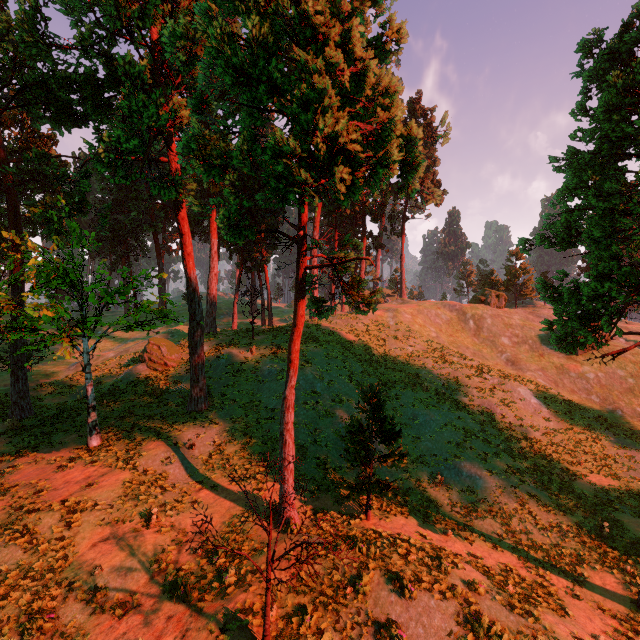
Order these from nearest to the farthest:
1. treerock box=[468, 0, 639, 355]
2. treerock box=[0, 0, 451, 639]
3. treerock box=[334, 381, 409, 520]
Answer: treerock box=[0, 0, 451, 639], treerock box=[468, 0, 639, 355], treerock box=[334, 381, 409, 520]

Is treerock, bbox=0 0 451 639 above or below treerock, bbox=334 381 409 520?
above

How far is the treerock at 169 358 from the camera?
27.49m

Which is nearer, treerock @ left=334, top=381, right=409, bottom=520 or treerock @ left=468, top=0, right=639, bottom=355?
treerock @ left=468, top=0, right=639, bottom=355

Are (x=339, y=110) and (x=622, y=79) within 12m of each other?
yes

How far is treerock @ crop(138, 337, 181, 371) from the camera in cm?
2749

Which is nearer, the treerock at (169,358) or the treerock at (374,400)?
the treerock at (374,400)
